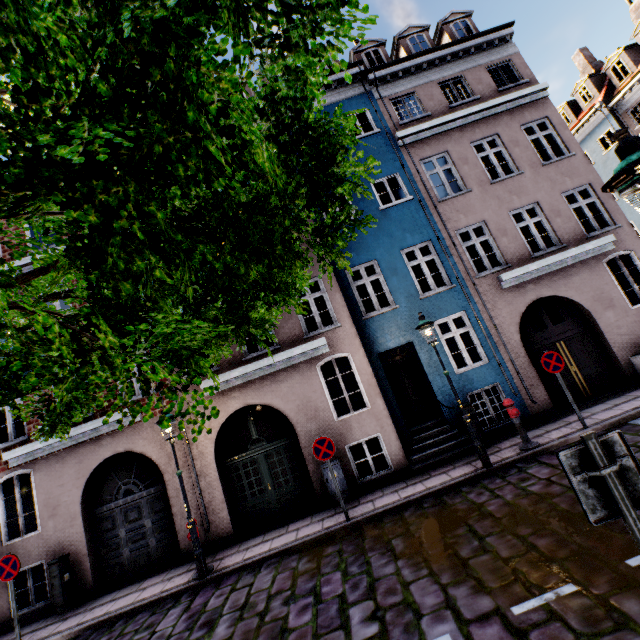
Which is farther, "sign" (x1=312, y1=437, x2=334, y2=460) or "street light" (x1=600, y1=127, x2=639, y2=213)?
"sign" (x1=312, y1=437, x2=334, y2=460)

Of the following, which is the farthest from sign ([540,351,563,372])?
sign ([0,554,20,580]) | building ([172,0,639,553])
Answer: sign ([0,554,20,580])

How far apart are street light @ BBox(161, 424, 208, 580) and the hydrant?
7.91m

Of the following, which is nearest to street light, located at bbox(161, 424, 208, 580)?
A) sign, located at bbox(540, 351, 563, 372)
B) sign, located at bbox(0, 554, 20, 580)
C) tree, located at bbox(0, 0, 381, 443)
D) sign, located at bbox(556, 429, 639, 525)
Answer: tree, located at bbox(0, 0, 381, 443)

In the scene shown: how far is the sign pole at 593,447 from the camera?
2.2 meters

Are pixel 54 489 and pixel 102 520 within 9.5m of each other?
yes

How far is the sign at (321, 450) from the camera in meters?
7.7 m

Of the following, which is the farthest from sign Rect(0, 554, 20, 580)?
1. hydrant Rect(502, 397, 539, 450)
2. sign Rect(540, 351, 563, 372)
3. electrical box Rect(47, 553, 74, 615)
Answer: sign Rect(540, 351, 563, 372)
